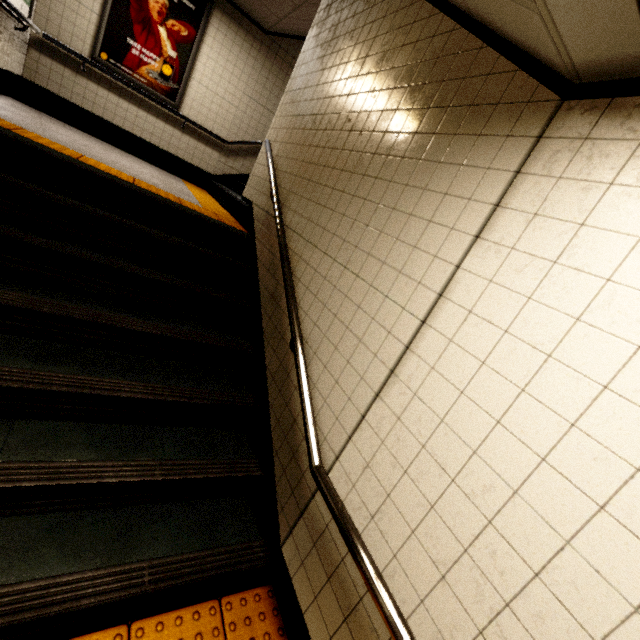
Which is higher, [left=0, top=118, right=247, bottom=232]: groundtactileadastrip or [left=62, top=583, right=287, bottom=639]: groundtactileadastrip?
[left=0, top=118, right=247, bottom=232]: groundtactileadastrip

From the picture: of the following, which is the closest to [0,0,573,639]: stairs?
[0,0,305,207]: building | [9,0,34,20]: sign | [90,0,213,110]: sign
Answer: [0,0,305,207]: building

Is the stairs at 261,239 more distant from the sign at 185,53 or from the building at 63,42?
the sign at 185,53

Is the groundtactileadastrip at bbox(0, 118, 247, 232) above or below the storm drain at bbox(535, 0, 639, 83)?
below

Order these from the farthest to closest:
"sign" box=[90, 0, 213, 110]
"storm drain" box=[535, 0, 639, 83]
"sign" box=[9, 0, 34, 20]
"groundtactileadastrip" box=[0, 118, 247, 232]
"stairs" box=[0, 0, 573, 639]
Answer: "sign" box=[90, 0, 213, 110]
"sign" box=[9, 0, 34, 20]
"groundtactileadastrip" box=[0, 118, 247, 232]
"stairs" box=[0, 0, 573, 639]
"storm drain" box=[535, 0, 639, 83]

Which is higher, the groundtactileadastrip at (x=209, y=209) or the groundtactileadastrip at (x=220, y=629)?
the groundtactileadastrip at (x=209, y=209)

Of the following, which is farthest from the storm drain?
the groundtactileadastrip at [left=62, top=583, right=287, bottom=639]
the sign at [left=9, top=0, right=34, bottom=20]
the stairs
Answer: the sign at [left=9, top=0, right=34, bottom=20]

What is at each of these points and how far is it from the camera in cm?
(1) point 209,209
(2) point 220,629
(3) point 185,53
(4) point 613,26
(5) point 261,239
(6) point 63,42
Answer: (1) groundtactileadastrip, 419
(2) groundtactileadastrip, 172
(3) sign, 538
(4) storm drain, 95
(5) stairs, 330
(6) building, 476
